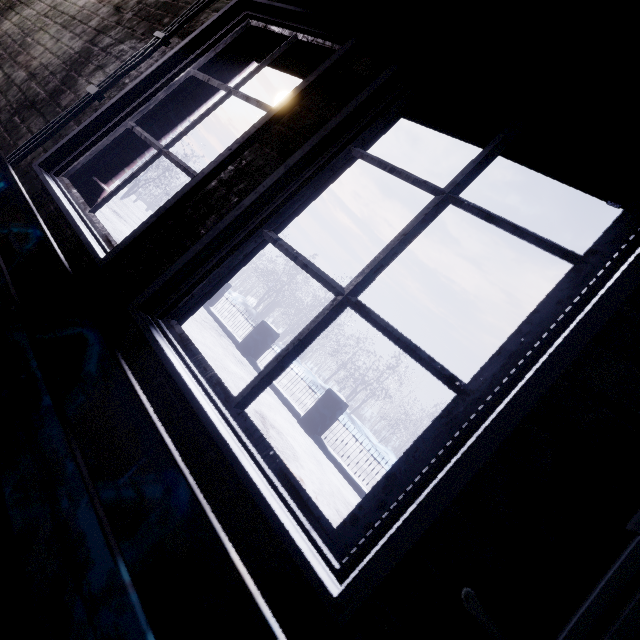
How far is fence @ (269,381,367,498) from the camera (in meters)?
5.48

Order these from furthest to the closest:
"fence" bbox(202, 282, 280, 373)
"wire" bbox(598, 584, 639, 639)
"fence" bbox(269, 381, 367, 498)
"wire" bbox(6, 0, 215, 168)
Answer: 1. "fence" bbox(202, 282, 280, 373)
2. "fence" bbox(269, 381, 367, 498)
3. "wire" bbox(6, 0, 215, 168)
4. "wire" bbox(598, 584, 639, 639)

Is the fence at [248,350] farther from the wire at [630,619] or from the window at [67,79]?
the wire at [630,619]

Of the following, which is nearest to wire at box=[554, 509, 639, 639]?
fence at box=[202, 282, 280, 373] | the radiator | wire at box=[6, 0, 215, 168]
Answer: the radiator

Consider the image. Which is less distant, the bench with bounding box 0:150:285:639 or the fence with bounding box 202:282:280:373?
the bench with bounding box 0:150:285:639

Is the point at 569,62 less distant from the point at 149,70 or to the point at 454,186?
the point at 454,186

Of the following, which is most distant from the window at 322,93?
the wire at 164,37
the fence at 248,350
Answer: the fence at 248,350
